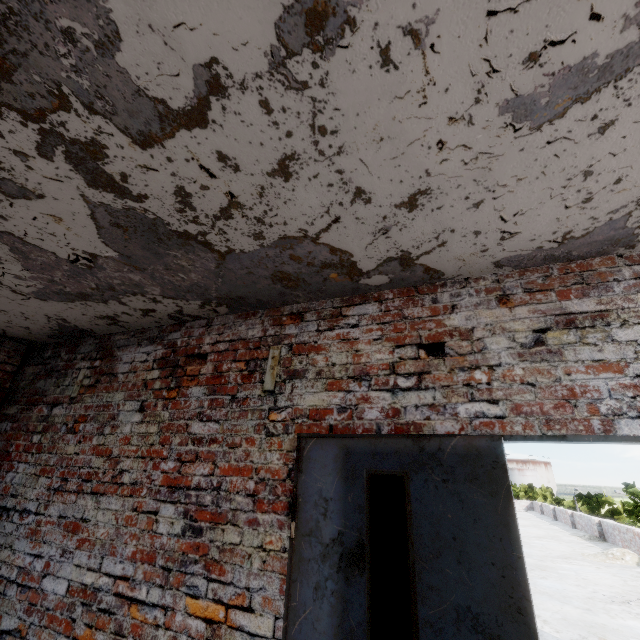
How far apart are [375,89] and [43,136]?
1.4m

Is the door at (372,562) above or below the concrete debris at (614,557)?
above

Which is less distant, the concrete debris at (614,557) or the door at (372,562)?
the door at (372,562)

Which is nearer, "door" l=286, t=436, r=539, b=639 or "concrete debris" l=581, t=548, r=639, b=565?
"door" l=286, t=436, r=539, b=639

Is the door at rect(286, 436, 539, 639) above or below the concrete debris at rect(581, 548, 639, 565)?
above
